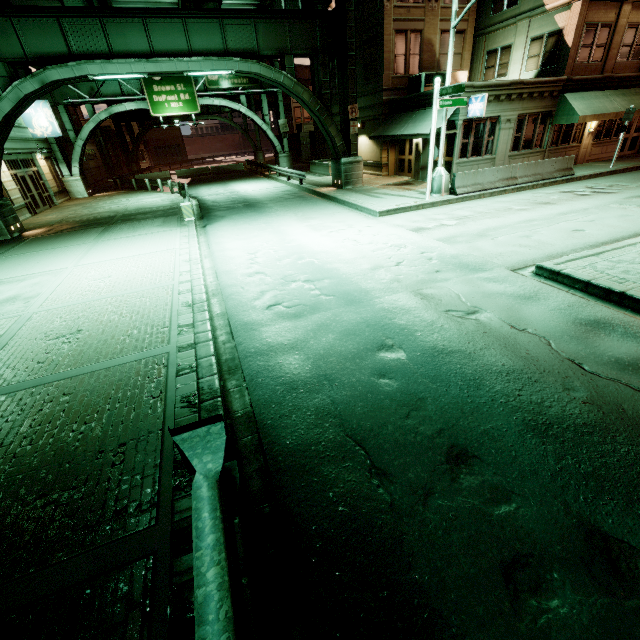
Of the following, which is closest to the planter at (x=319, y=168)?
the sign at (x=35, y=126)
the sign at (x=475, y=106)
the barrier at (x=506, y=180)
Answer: the sign at (x=475, y=106)

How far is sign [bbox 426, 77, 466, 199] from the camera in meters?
12.7

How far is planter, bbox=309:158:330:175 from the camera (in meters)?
27.23

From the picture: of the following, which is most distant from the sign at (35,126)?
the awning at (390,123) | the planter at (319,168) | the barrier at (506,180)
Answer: the barrier at (506,180)

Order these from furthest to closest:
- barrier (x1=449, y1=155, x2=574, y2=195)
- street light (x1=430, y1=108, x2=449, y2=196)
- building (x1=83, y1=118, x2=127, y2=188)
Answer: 1. building (x1=83, y1=118, x2=127, y2=188)
2. barrier (x1=449, y1=155, x2=574, y2=195)
3. street light (x1=430, y1=108, x2=449, y2=196)

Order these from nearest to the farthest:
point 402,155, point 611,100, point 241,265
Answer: point 241,265
point 611,100
point 402,155

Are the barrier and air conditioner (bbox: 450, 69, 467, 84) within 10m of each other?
yes

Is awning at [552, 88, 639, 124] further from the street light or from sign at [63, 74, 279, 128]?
sign at [63, 74, 279, 128]
